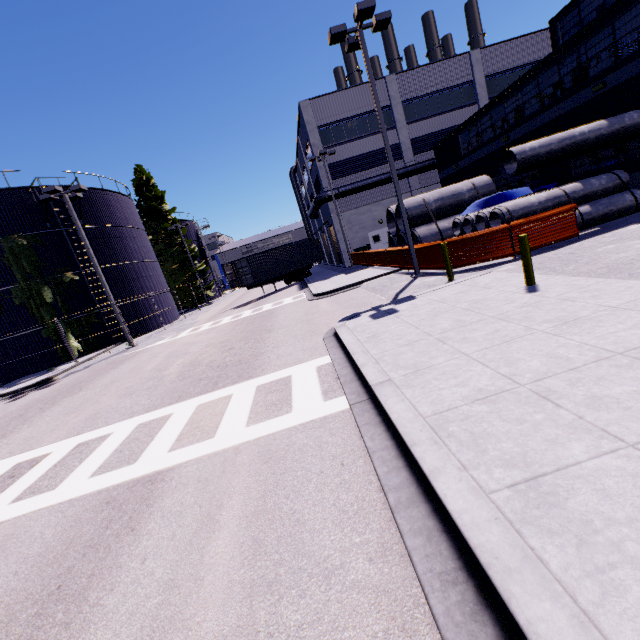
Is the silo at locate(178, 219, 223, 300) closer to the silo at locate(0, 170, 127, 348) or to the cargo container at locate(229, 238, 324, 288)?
the silo at locate(0, 170, 127, 348)

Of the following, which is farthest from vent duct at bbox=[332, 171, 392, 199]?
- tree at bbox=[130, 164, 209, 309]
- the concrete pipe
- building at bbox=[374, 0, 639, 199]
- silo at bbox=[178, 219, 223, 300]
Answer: silo at bbox=[178, 219, 223, 300]

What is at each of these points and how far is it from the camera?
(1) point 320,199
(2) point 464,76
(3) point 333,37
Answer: (1) vent duct, 29.0m
(2) building, 29.2m
(3) light, 12.2m

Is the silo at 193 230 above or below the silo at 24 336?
above

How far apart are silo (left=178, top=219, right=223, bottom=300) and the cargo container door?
21.7m

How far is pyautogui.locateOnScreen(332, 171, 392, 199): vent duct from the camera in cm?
2873

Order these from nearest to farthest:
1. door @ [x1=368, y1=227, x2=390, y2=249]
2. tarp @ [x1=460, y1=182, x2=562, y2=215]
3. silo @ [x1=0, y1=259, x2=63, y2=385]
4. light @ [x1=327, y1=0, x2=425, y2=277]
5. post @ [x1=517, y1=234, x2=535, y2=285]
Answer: post @ [x1=517, y1=234, x2=535, y2=285] < light @ [x1=327, y1=0, x2=425, y2=277] < tarp @ [x1=460, y1=182, x2=562, y2=215] < silo @ [x1=0, y1=259, x2=63, y2=385] < door @ [x1=368, y1=227, x2=390, y2=249]

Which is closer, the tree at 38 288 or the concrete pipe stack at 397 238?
the concrete pipe stack at 397 238
